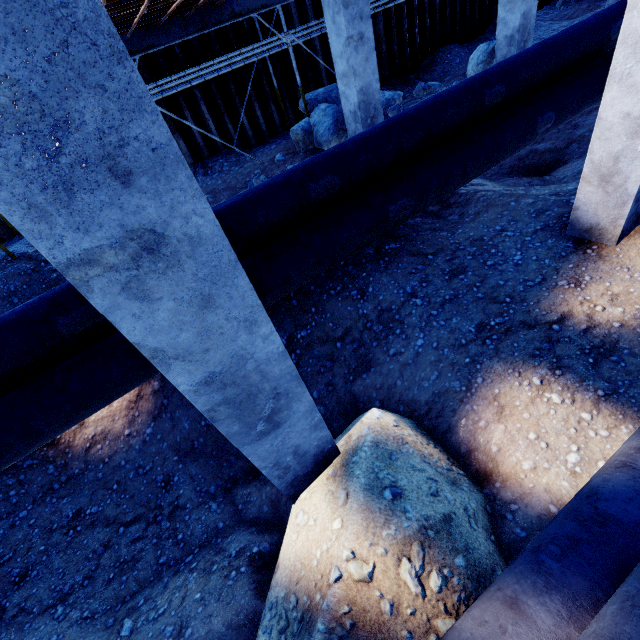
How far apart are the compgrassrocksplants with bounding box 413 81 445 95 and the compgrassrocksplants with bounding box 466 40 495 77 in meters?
0.7 m

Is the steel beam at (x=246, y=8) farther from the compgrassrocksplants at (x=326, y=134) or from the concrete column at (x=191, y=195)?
the concrete column at (x=191, y=195)

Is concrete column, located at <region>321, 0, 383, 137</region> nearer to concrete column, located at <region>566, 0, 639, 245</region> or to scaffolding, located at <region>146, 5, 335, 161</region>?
scaffolding, located at <region>146, 5, 335, 161</region>

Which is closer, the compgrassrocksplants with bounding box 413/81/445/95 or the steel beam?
the steel beam

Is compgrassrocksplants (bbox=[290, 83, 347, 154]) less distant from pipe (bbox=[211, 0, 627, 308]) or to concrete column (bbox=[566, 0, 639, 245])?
pipe (bbox=[211, 0, 627, 308])

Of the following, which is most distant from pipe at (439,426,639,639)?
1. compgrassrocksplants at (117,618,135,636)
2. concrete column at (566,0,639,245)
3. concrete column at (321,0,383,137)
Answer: concrete column at (321,0,383,137)

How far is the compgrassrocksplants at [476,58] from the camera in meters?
9.2 m

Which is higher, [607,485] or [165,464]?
[607,485]
